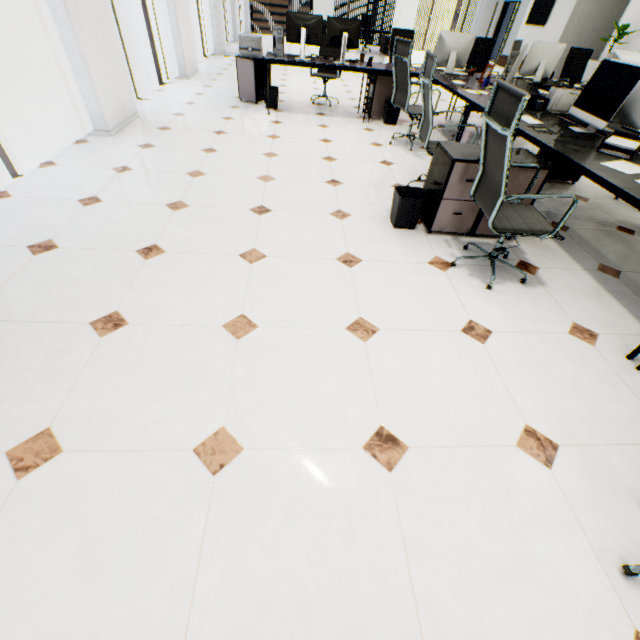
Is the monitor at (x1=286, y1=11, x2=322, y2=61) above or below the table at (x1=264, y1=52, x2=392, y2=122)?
above

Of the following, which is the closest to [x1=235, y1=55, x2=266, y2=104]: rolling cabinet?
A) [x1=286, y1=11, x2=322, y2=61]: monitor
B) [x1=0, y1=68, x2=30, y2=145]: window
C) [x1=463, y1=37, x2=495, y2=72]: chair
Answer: [x1=286, y1=11, x2=322, y2=61]: monitor

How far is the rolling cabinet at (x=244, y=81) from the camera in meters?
5.4 m

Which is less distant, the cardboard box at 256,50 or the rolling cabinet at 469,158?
the rolling cabinet at 469,158

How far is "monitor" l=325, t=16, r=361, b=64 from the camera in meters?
4.7

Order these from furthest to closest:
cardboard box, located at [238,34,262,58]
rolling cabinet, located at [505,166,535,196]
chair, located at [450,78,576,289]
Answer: cardboard box, located at [238,34,262,58] → rolling cabinet, located at [505,166,535,196] → chair, located at [450,78,576,289]

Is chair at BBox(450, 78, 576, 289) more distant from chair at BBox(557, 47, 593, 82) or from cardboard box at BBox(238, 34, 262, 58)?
cardboard box at BBox(238, 34, 262, 58)

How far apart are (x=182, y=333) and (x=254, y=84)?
5.58m
